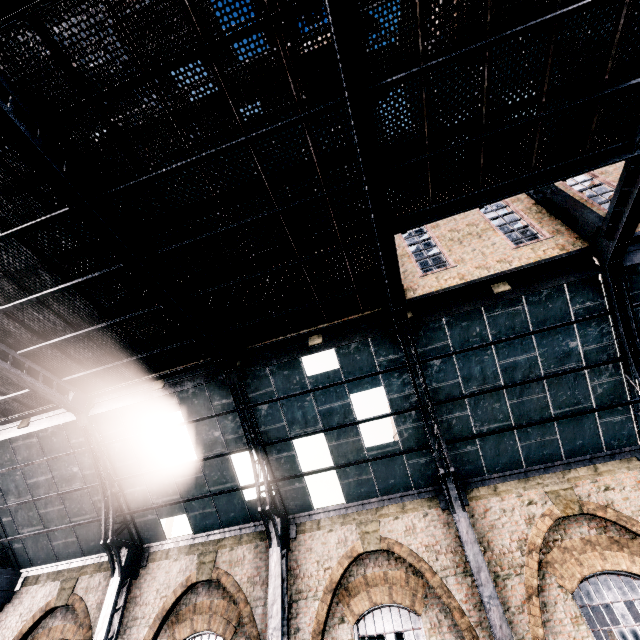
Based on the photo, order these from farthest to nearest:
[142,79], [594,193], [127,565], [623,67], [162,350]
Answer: [127,565], [594,193], [162,350], [623,67], [142,79]

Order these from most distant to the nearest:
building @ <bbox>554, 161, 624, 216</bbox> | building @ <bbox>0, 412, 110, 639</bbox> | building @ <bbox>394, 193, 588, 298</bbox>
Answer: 1. building @ <bbox>0, 412, 110, 639</bbox>
2. building @ <bbox>554, 161, 624, 216</bbox>
3. building @ <bbox>394, 193, 588, 298</bbox>

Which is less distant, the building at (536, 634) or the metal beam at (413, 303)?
the building at (536, 634)

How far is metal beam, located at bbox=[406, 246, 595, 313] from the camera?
9.48m

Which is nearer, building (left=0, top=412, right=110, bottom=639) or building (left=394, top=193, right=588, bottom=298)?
building (left=394, top=193, right=588, bottom=298)

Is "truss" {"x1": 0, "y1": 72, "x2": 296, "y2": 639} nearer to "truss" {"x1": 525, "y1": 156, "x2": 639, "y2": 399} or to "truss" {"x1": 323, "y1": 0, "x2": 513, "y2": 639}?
"truss" {"x1": 323, "y1": 0, "x2": 513, "y2": 639}

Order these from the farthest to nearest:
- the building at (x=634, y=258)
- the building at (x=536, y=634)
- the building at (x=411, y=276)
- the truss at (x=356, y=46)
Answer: the building at (x=411, y=276) → the building at (x=634, y=258) → the building at (x=536, y=634) → the truss at (x=356, y=46)
